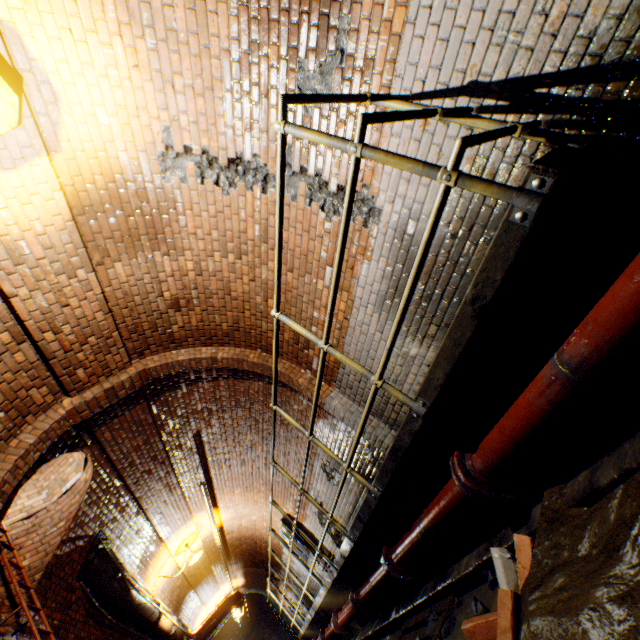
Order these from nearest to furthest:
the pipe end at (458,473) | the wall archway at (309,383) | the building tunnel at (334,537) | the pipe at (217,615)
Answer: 1. the pipe end at (458,473)
2. the wall archway at (309,383)
3. the building tunnel at (334,537)
4. the pipe at (217,615)

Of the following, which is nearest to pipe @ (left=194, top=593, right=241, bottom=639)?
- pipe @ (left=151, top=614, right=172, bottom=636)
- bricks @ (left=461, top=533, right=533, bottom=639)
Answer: pipe @ (left=151, top=614, right=172, bottom=636)

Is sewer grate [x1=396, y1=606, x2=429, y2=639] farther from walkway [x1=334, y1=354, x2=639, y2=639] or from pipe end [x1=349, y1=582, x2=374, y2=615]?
pipe end [x1=349, y1=582, x2=374, y2=615]

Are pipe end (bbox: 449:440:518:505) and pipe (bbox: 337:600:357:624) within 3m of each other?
no

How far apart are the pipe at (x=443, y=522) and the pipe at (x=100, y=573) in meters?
5.4 m

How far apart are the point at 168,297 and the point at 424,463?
3.9 meters

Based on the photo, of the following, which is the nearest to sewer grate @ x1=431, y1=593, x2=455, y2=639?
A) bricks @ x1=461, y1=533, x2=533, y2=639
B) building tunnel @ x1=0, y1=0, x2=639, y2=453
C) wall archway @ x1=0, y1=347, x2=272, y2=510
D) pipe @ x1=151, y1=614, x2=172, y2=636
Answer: building tunnel @ x1=0, y1=0, x2=639, y2=453

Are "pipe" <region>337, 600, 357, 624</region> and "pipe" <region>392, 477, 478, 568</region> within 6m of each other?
yes
